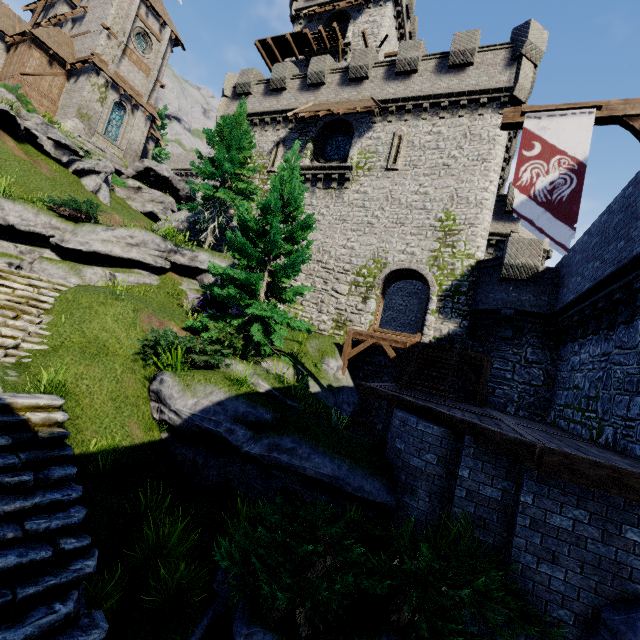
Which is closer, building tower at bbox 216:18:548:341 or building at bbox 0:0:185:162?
building tower at bbox 216:18:548:341

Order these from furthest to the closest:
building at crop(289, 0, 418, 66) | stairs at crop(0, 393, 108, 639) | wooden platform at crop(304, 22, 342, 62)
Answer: building at crop(289, 0, 418, 66)
wooden platform at crop(304, 22, 342, 62)
stairs at crop(0, 393, 108, 639)

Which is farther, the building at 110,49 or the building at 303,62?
the building at 303,62

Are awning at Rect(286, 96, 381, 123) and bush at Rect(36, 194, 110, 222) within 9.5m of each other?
no

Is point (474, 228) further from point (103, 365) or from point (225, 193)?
point (103, 365)

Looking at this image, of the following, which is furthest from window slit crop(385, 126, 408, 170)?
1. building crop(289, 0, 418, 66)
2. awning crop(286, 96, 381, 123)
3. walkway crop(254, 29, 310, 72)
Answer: walkway crop(254, 29, 310, 72)

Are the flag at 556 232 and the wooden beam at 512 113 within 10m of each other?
yes

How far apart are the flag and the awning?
14.13m
